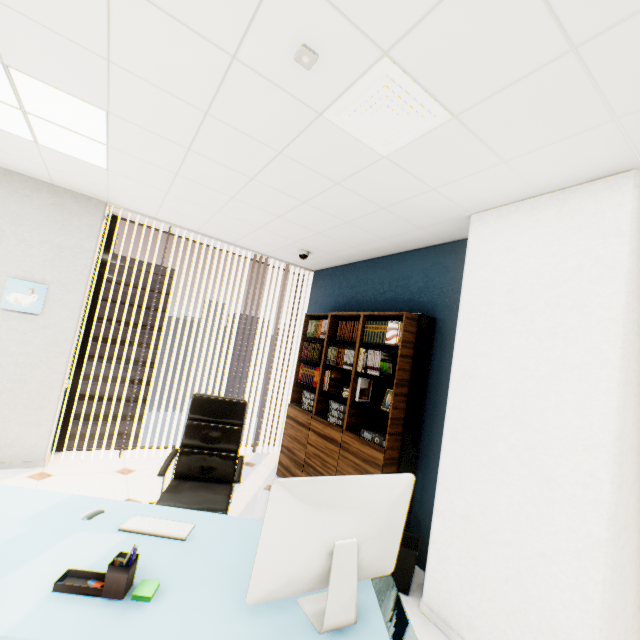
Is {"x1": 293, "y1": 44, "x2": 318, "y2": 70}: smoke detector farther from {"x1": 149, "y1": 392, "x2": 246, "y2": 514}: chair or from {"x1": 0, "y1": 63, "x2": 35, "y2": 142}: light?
{"x1": 149, "y1": 392, "x2": 246, "y2": 514}: chair

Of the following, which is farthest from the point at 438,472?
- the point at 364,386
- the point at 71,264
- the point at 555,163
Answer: the point at 71,264

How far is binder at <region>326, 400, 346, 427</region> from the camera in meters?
3.4 m

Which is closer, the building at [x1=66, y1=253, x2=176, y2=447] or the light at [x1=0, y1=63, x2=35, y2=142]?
the light at [x1=0, y1=63, x2=35, y2=142]

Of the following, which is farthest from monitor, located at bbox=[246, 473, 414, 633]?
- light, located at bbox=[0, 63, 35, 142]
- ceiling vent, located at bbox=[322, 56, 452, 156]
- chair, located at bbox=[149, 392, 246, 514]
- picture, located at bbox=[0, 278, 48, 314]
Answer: picture, located at bbox=[0, 278, 48, 314]

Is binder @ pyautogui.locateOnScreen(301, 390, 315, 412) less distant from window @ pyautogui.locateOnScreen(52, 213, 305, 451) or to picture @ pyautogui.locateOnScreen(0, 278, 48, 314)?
window @ pyautogui.locateOnScreen(52, 213, 305, 451)

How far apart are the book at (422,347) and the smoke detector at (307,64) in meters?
2.1

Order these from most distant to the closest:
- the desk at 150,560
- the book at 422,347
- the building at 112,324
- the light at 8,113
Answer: the building at 112,324 → the book at 422,347 → the light at 8,113 → the desk at 150,560
